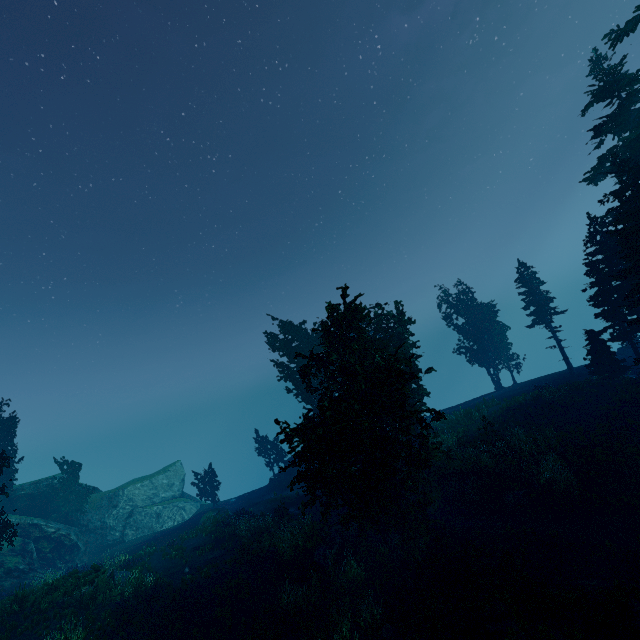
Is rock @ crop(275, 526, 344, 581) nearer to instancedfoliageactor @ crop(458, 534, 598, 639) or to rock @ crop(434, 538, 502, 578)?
instancedfoliageactor @ crop(458, 534, 598, 639)

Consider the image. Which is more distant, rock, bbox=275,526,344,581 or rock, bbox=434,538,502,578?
rock, bbox=275,526,344,581

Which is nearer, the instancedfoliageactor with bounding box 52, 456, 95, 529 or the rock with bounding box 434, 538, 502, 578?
the rock with bounding box 434, 538, 502, 578

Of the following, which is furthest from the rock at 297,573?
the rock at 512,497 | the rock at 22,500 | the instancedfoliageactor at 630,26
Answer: the rock at 22,500

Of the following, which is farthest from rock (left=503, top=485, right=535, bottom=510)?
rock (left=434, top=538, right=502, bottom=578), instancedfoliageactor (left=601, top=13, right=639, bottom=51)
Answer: instancedfoliageactor (left=601, top=13, right=639, bottom=51)

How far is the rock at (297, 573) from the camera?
16.66m

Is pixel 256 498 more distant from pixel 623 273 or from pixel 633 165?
pixel 633 165

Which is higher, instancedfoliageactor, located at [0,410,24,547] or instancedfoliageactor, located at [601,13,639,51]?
instancedfoliageactor, located at [601,13,639,51]
